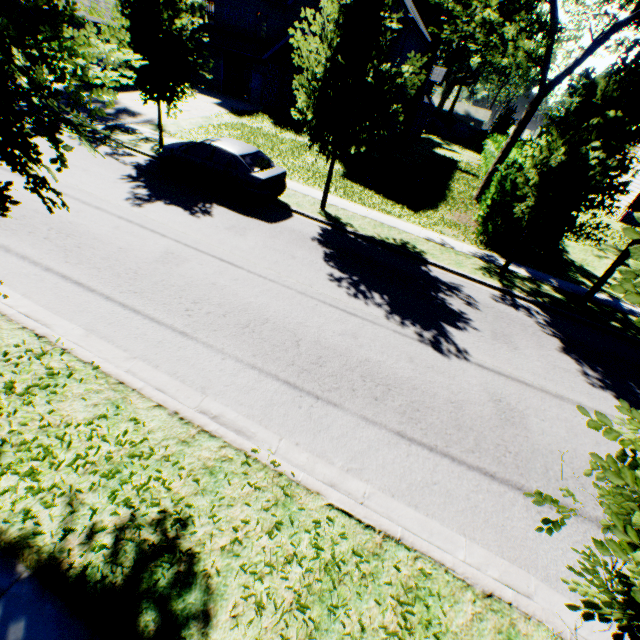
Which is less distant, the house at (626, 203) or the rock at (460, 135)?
the house at (626, 203)

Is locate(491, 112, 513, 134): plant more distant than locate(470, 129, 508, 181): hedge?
Yes

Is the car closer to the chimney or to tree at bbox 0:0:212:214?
tree at bbox 0:0:212:214

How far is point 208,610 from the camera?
3.0m

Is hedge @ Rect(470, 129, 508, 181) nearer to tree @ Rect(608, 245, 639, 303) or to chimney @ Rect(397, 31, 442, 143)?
tree @ Rect(608, 245, 639, 303)

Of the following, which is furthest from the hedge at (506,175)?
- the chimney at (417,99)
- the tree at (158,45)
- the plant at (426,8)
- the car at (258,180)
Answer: the plant at (426,8)

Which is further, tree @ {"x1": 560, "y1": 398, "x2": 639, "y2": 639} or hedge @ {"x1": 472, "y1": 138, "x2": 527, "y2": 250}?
hedge @ {"x1": 472, "y1": 138, "x2": 527, "y2": 250}

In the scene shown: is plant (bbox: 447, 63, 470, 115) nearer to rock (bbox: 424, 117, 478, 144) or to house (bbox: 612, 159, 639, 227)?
rock (bbox: 424, 117, 478, 144)
